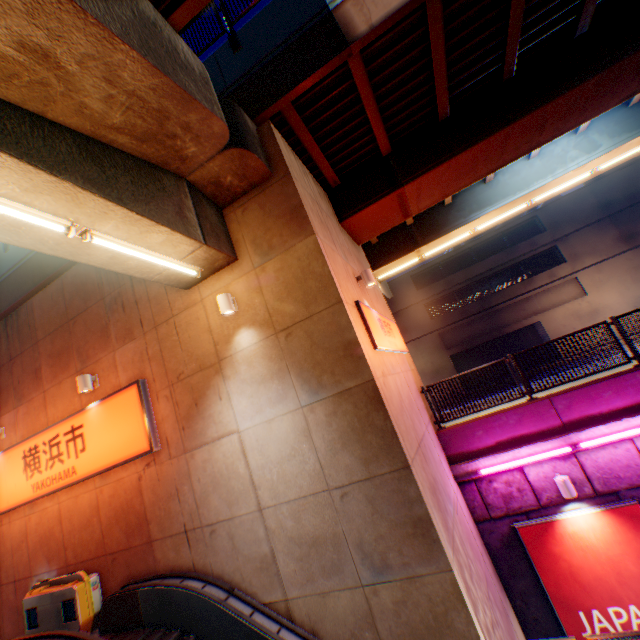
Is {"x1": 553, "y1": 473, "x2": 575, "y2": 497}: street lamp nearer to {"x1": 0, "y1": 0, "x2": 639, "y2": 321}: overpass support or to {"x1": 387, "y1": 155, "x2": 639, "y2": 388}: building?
{"x1": 0, "y1": 0, "x2": 639, "y2": 321}: overpass support

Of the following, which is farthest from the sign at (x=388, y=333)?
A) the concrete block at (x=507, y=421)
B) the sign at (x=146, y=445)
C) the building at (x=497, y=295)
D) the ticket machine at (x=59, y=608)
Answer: the building at (x=497, y=295)

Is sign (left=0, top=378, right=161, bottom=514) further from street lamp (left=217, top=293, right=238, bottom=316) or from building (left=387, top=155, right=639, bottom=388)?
building (left=387, top=155, right=639, bottom=388)

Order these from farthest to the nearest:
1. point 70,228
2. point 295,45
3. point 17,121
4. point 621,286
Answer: point 621,286 < point 295,45 < point 70,228 < point 17,121

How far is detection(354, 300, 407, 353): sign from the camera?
6.6 meters

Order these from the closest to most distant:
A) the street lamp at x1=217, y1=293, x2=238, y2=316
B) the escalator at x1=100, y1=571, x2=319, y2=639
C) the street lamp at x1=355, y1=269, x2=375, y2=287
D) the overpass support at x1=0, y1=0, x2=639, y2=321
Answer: the overpass support at x1=0, y1=0, x2=639, y2=321 < the escalator at x1=100, y1=571, x2=319, y2=639 < the street lamp at x1=217, y1=293, x2=238, y2=316 < the street lamp at x1=355, y1=269, x2=375, y2=287

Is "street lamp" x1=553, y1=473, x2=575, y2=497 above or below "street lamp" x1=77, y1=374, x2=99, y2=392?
below

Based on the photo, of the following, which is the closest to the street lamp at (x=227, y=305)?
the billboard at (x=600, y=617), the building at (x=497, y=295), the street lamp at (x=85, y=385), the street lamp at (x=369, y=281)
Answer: the street lamp at (x=369, y=281)
